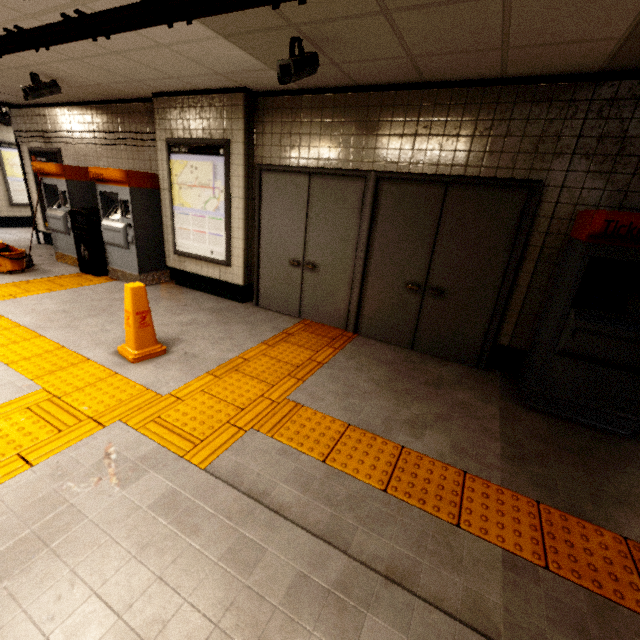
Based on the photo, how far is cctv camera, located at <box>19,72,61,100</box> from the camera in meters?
4.4 m

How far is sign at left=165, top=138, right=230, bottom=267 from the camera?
4.65m

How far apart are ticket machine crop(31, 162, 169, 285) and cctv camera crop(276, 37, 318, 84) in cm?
343

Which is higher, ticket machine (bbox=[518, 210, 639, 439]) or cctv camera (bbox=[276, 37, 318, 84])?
cctv camera (bbox=[276, 37, 318, 84])

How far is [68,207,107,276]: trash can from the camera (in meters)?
5.64

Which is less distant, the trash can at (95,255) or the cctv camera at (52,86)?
the cctv camera at (52,86)

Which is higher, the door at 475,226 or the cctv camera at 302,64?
the cctv camera at 302,64

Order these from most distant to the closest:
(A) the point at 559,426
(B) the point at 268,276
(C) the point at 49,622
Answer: (B) the point at 268,276, (A) the point at 559,426, (C) the point at 49,622
